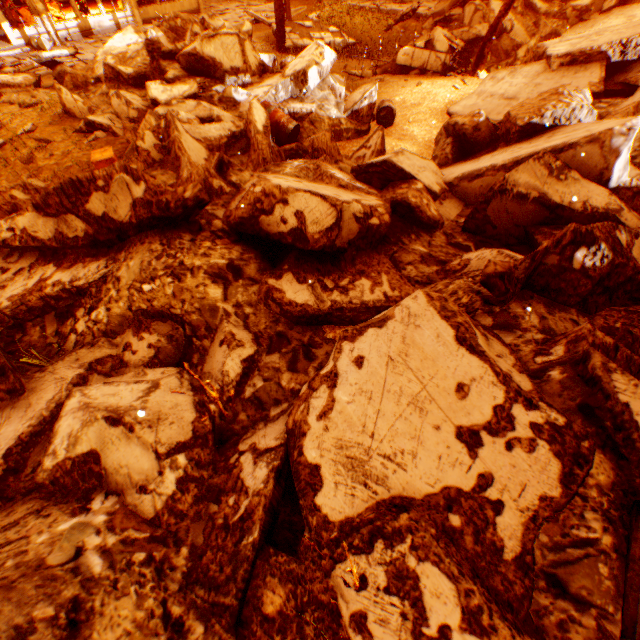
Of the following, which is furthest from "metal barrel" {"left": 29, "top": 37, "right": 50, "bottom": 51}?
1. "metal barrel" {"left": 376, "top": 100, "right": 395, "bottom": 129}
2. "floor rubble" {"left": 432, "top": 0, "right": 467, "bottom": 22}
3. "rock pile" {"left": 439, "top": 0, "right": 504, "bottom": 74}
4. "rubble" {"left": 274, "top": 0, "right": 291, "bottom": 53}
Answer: "metal barrel" {"left": 376, "top": 100, "right": 395, "bottom": 129}

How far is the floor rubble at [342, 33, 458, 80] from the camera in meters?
11.1

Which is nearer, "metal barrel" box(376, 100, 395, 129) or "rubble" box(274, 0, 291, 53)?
"metal barrel" box(376, 100, 395, 129)

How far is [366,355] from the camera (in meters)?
2.54

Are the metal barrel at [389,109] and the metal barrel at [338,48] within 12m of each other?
yes

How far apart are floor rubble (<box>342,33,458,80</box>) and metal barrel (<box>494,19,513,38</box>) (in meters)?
4.55

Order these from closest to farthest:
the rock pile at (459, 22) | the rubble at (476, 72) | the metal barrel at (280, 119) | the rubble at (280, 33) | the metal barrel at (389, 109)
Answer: the metal barrel at (280, 119)
the metal barrel at (389, 109)
the rubble at (476, 72)
the rock pile at (459, 22)
the rubble at (280, 33)
